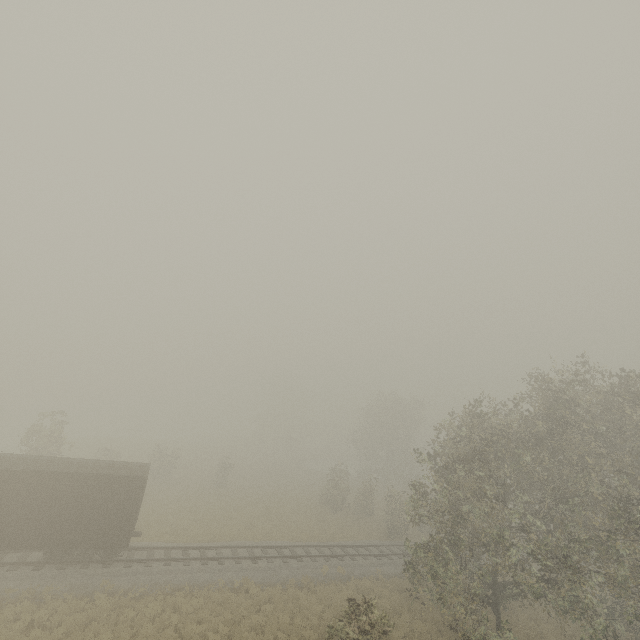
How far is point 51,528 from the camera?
16.5m

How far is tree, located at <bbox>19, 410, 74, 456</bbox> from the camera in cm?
2588

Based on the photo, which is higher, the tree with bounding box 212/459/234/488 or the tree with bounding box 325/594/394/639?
the tree with bounding box 325/594/394/639

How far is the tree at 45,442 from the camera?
25.88m

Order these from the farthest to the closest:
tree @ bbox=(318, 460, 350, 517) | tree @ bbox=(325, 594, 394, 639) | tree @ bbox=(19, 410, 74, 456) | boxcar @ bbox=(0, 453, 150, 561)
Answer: tree @ bbox=(318, 460, 350, 517) → tree @ bbox=(19, 410, 74, 456) → boxcar @ bbox=(0, 453, 150, 561) → tree @ bbox=(325, 594, 394, 639)
